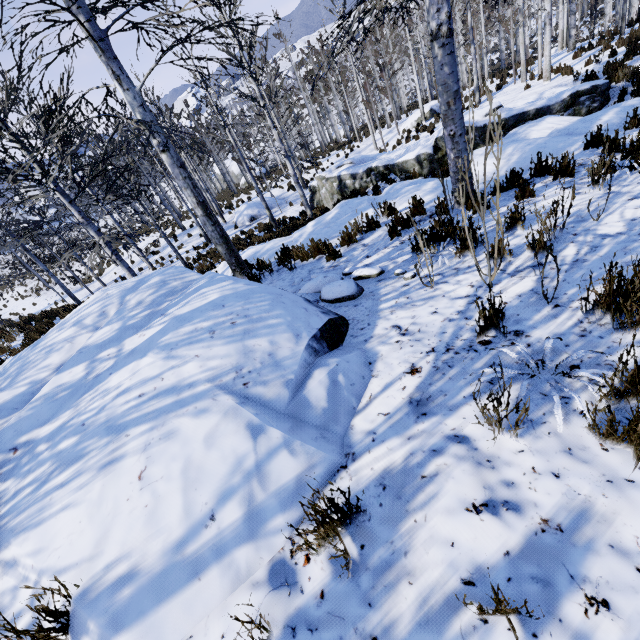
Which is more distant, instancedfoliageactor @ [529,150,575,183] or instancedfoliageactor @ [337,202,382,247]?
instancedfoliageactor @ [337,202,382,247]

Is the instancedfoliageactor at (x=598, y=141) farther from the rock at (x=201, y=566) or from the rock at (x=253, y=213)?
the rock at (x=253, y=213)

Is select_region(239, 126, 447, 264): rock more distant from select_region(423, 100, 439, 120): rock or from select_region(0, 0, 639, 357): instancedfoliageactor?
select_region(423, 100, 439, 120): rock

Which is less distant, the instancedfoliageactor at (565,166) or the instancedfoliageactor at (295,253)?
the instancedfoliageactor at (565,166)

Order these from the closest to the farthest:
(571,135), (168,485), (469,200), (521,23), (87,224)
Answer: (168,485) → (469,200) → (571,135) → (87,224) → (521,23)

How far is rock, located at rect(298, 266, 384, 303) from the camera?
4.00m

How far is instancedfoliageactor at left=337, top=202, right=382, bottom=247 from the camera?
5.9m

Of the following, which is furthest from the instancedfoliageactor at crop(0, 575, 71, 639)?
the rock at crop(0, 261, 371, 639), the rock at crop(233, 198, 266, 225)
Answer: the rock at crop(233, 198, 266, 225)
